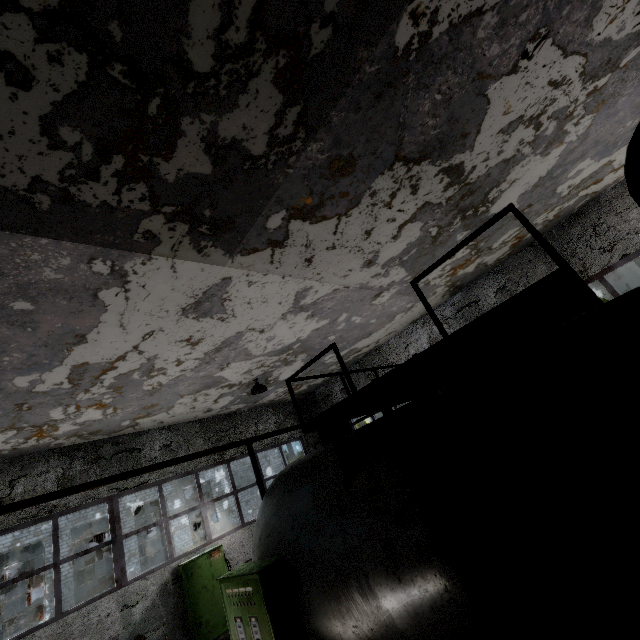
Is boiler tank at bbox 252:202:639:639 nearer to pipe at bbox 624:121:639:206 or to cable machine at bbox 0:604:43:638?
pipe at bbox 624:121:639:206

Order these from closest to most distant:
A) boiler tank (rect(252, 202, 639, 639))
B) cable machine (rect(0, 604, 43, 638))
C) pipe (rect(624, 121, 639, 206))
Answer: boiler tank (rect(252, 202, 639, 639)), pipe (rect(624, 121, 639, 206)), cable machine (rect(0, 604, 43, 638))

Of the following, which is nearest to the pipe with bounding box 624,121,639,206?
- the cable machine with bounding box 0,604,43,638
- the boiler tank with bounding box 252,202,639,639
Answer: the cable machine with bounding box 0,604,43,638

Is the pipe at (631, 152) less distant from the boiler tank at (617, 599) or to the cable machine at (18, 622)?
the cable machine at (18, 622)

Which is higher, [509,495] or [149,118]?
[149,118]

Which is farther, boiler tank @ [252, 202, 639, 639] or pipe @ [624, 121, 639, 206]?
pipe @ [624, 121, 639, 206]

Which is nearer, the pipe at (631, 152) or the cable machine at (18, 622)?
the pipe at (631, 152)
